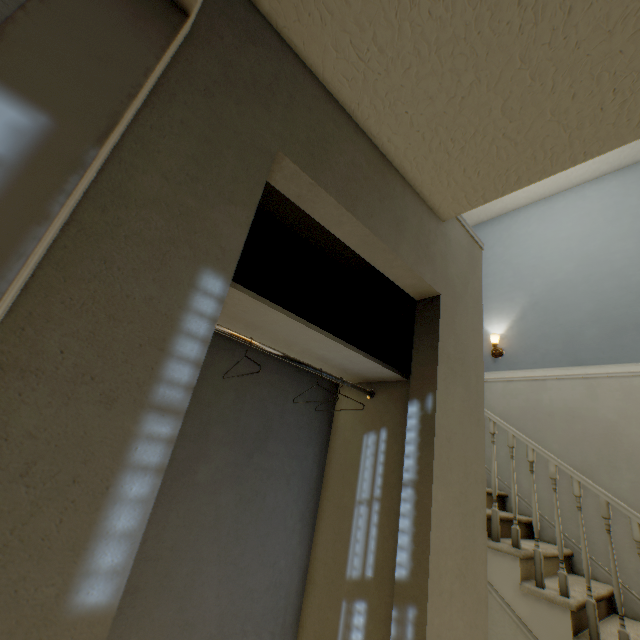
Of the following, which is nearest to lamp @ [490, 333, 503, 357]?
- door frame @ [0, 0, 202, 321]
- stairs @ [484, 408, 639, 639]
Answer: stairs @ [484, 408, 639, 639]

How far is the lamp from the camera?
3.97m

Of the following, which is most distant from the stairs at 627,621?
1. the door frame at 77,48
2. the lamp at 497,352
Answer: the door frame at 77,48

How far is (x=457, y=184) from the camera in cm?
135

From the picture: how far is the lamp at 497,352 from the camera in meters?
4.0 m

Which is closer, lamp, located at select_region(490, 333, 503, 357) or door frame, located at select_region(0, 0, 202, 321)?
door frame, located at select_region(0, 0, 202, 321)

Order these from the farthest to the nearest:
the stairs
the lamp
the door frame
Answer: the lamp
the stairs
the door frame
